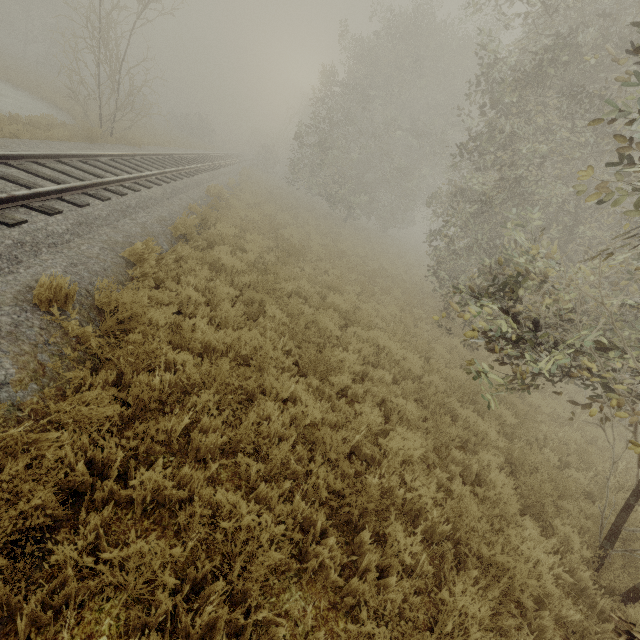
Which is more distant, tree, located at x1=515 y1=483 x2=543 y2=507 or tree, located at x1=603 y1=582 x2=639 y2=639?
tree, located at x1=515 y1=483 x2=543 y2=507

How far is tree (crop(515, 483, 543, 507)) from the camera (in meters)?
4.99

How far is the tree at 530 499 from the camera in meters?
5.0

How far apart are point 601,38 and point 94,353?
13.5m

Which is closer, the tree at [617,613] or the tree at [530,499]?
the tree at [617,613]
